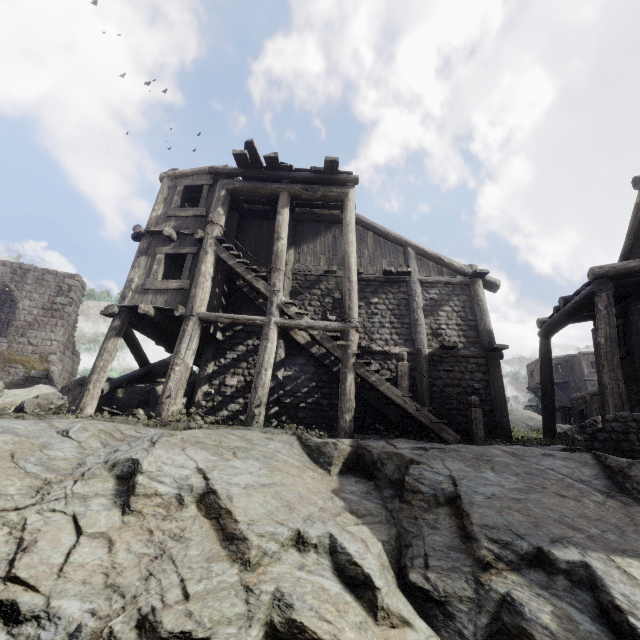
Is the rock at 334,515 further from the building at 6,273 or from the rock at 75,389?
the rock at 75,389

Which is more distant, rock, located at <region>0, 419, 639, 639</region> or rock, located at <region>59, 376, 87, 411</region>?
rock, located at <region>59, 376, 87, 411</region>

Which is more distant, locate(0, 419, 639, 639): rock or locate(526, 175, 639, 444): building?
locate(526, 175, 639, 444): building

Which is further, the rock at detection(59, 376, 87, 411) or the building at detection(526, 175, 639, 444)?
the rock at detection(59, 376, 87, 411)

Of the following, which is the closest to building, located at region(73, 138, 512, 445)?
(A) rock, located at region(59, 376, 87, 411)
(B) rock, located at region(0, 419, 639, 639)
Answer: (B) rock, located at region(0, 419, 639, 639)

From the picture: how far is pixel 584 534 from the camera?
4.1 meters
